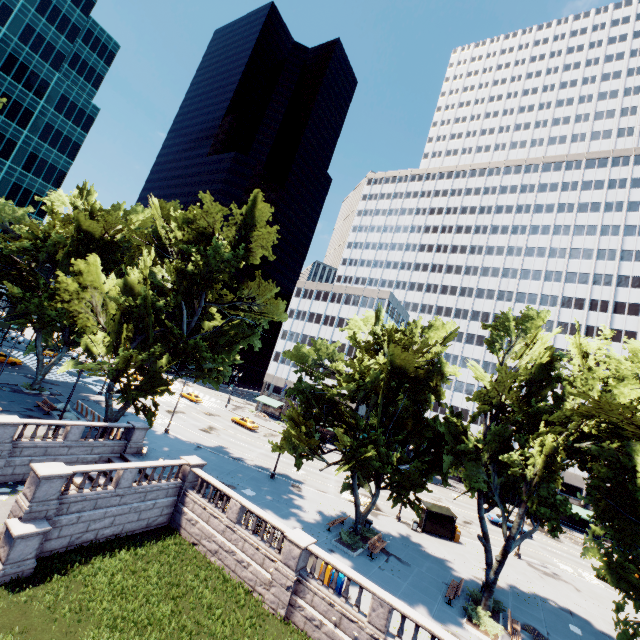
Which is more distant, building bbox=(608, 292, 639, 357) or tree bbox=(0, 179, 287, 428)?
building bbox=(608, 292, 639, 357)

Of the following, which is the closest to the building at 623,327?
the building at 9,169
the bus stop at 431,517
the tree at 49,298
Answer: the tree at 49,298

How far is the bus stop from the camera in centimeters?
3122cm

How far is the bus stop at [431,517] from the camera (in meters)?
31.22

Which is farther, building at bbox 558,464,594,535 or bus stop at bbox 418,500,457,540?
building at bbox 558,464,594,535

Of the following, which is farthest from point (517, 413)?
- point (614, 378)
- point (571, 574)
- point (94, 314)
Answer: point (94, 314)

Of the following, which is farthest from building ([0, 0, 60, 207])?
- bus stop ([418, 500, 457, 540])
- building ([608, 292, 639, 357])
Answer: bus stop ([418, 500, 457, 540])

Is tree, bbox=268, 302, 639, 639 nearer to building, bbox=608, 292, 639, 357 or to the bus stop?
building, bbox=608, 292, 639, 357
